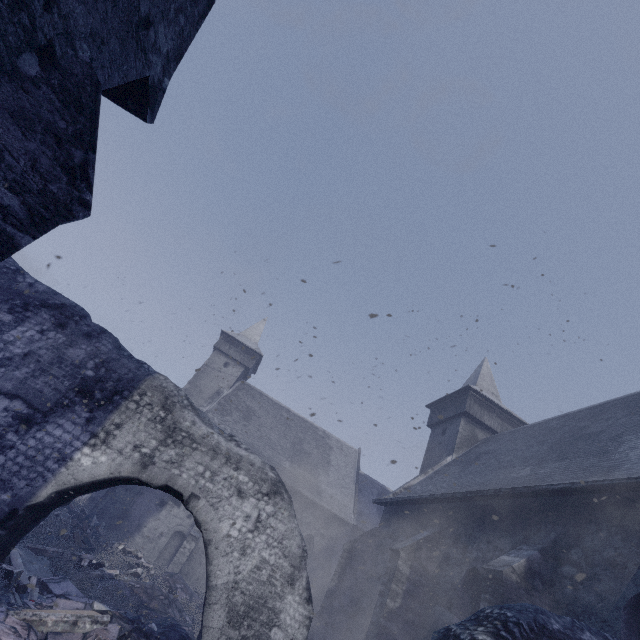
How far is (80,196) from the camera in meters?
4.0

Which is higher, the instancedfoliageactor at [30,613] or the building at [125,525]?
the building at [125,525]

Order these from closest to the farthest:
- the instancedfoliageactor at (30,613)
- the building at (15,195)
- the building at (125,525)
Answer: the building at (15,195)
the instancedfoliageactor at (30,613)
the building at (125,525)

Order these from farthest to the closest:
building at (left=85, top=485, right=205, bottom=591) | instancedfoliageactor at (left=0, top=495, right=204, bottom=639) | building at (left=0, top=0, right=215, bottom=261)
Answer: building at (left=85, top=485, right=205, bottom=591) < instancedfoliageactor at (left=0, top=495, right=204, bottom=639) < building at (left=0, top=0, right=215, bottom=261)

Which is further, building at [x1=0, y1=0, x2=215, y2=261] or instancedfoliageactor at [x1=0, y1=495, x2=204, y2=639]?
instancedfoliageactor at [x1=0, y1=495, x2=204, y2=639]

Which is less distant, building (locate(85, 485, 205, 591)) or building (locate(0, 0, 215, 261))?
building (locate(0, 0, 215, 261))

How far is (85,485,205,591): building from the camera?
17.8 meters
